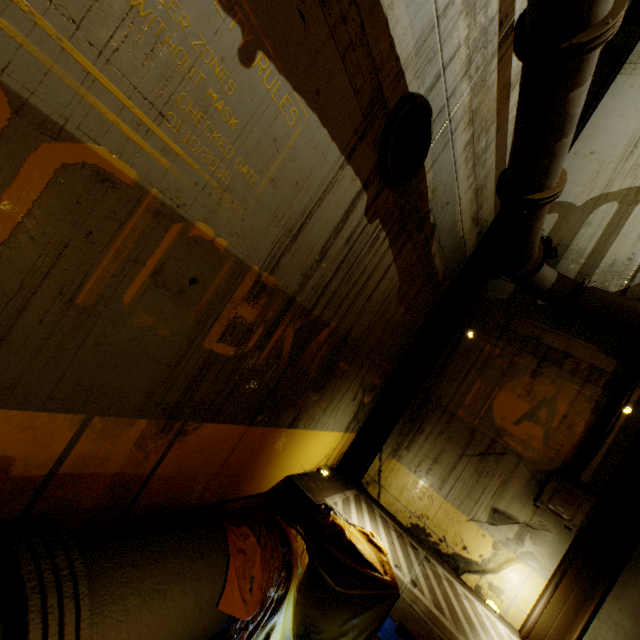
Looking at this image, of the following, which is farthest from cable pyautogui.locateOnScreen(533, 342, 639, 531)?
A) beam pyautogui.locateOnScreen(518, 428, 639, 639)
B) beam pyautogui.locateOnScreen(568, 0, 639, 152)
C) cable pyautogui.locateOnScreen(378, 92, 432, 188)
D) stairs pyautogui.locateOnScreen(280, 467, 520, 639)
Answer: cable pyautogui.locateOnScreen(378, 92, 432, 188)

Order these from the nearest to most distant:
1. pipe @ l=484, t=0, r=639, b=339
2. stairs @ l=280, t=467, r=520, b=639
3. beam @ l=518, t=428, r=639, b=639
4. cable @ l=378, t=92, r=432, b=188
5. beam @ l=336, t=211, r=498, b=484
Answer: pipe @ l=484, t=0, r=639, b=339 → cable @ l=378, t=92, r=432, b=188 → stairs @ l=280, t=467, r=520, b=639 → beam @ l=518, t=428, r=639, b=639 → beam @ l=336, t=211, r=498, b=484

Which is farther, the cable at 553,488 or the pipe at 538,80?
the cable at 553,488

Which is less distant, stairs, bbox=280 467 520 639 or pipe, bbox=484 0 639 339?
pipe, bbox=484 0 639 339

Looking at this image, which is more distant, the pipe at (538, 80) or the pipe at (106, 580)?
the pipe at (538, 80)

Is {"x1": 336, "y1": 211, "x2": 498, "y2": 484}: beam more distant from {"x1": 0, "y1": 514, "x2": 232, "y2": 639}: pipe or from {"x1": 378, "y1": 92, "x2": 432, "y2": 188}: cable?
{"x1": 378, "y1": 92, "x2": 432, "y2": 188}: cable

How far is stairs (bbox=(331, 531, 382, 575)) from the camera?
3.9m

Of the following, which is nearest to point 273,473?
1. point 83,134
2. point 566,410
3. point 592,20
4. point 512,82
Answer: point 83,134
